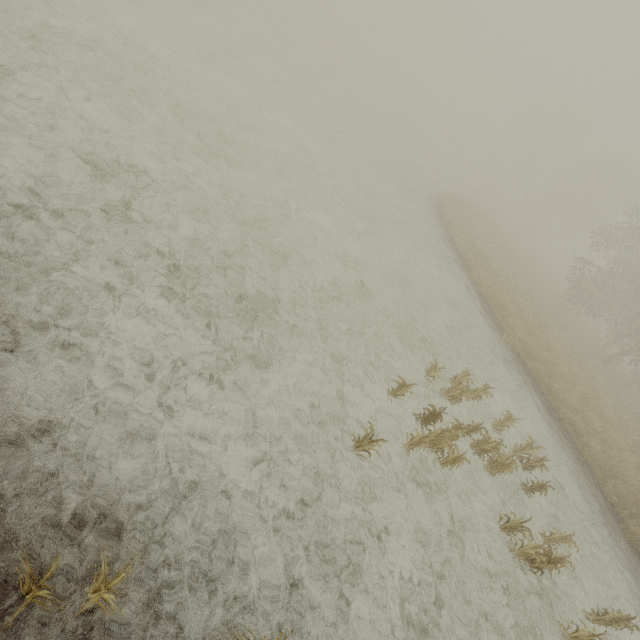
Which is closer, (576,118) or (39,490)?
(39,490)
